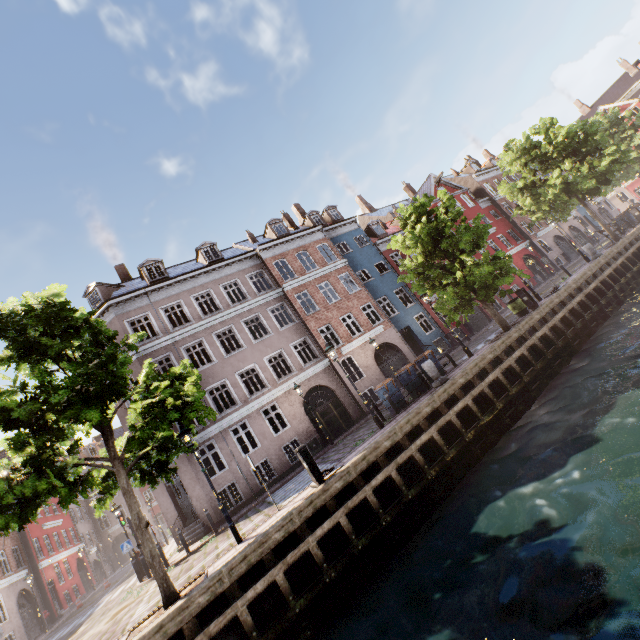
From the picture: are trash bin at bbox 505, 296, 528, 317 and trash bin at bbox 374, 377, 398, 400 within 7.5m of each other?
no

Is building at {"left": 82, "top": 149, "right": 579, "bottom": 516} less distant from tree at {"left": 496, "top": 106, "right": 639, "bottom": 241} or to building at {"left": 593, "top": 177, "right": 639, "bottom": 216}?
tree at {"left": 496, "top": 106, "right": 639, "bottom": 241}

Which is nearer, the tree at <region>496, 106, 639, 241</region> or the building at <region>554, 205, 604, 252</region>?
the tree at <region>496, 106, 639, 241</region>

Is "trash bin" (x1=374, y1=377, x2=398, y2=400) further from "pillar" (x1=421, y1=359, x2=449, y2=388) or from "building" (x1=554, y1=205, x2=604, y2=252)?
"building" (x1=554, y1=205, x2=604, y2=252)

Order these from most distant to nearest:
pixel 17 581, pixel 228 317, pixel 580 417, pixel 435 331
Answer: pixel 435 331, pixel 17 581, pixel 228 317, pixel 580 417

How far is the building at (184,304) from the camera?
18.8m

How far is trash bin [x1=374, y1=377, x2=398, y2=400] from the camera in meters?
13.7

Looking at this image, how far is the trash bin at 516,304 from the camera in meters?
16.8 m
